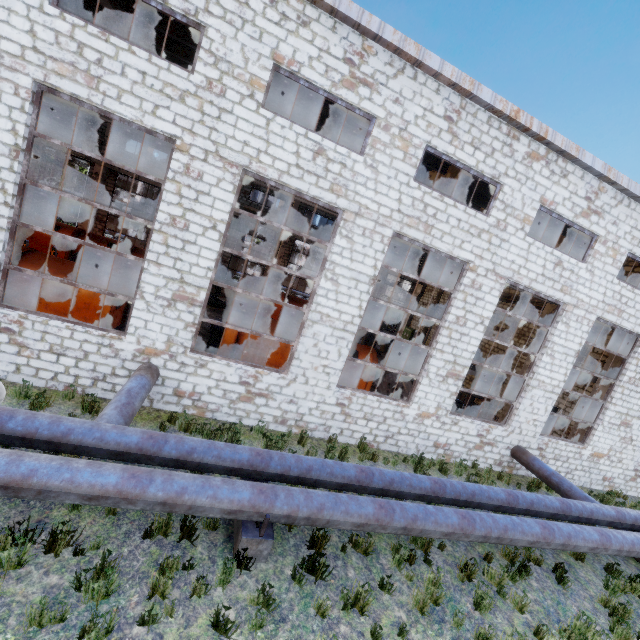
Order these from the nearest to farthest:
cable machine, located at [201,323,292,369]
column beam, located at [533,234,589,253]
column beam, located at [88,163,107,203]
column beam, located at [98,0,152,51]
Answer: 1. column beam, located at [98,0,152,51]
2. cable machine, located at [201,323,292,369]
3. column beam, located at [533,234,589,253]
4. column beam, located at [88,163,107,203]

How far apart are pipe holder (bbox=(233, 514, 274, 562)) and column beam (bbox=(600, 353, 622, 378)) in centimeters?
1470cm

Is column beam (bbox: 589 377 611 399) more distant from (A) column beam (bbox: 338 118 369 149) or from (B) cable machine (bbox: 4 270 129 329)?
(B) cable machine (bbox: 4 270 129 329)

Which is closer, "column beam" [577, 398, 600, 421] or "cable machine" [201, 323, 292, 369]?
"cable machine" [201, 323, 292, 369]

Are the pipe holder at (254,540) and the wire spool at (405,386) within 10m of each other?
yes

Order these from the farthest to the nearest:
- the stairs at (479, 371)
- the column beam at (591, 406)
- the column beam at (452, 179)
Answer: the stairs at (479, 371) < the column beam at (591, 406) < the column beam at (452, 179)

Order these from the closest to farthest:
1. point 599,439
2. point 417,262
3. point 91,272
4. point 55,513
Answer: point 55,513, point 91,272, point 599,439, point 417,262
